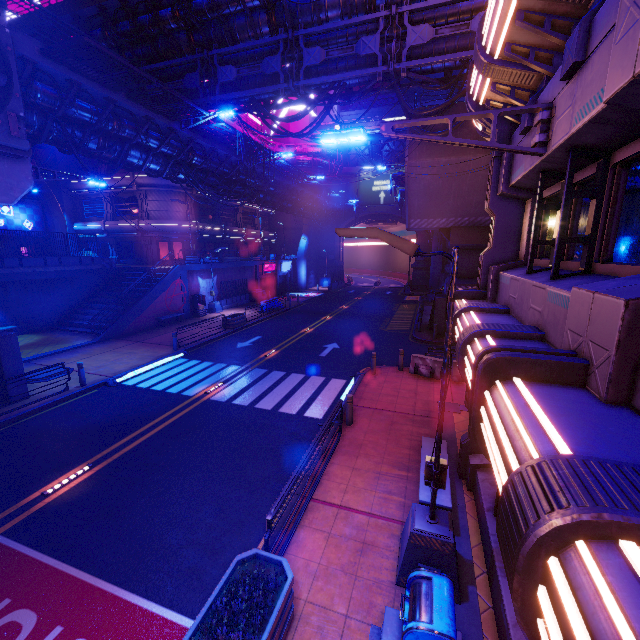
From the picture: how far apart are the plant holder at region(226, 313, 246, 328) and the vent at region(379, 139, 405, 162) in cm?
3756

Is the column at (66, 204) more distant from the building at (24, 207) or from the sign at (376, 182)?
the sign at (376, 182)

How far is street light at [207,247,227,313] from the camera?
29.5m

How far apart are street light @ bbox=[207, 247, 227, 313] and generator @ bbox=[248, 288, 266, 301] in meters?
5.7

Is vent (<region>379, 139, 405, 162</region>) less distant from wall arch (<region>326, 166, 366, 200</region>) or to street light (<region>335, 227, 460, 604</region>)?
wall arch (<region>326, 166, 366, 200</region>)

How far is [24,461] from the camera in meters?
9.3 m

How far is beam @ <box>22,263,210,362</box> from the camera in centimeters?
1846cm

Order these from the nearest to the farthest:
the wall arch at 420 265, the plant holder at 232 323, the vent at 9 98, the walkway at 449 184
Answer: the vent at 9 98, the walkway at 449 184, the plant holder at 232 323, the wall arch at 420 265
